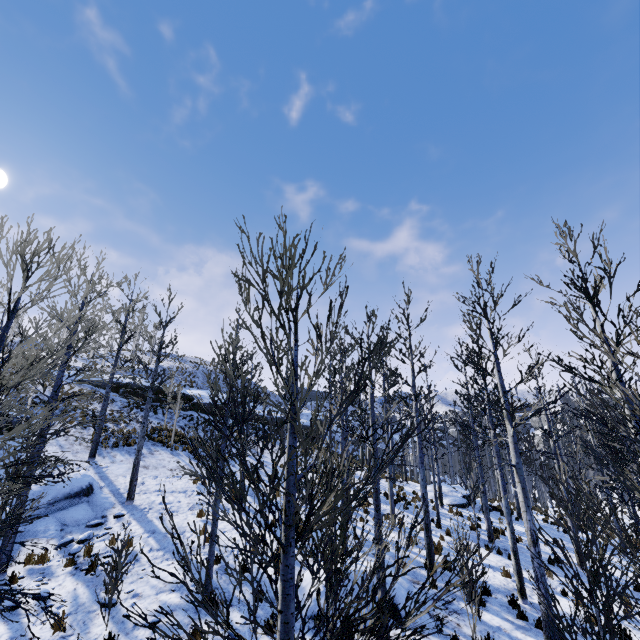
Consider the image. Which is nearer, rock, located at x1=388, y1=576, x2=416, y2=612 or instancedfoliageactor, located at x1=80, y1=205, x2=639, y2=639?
instancedfoliageactor, located at x1=80, y1=205, x2=639, y2=639

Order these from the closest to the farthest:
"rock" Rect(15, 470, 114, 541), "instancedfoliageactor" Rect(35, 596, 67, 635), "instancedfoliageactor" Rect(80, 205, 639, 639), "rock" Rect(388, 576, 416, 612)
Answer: "instancedfoliageactor" Rect(80, 205, 639, 639), "instancedfoliageactor" Rect(35, 596, 67, 635), "rock" Rect(388, 576, 416, 612), "rock" Rect(15, 470, 114, 541)

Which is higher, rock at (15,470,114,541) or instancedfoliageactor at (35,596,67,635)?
instancedfoliageactor at (35,596,67,635)

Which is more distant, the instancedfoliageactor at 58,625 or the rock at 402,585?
the rock at 402,585

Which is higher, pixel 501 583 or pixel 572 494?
pixel 572 494

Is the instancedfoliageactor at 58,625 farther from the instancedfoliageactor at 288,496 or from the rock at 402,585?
A: the instancedfoliageactor at 288,496

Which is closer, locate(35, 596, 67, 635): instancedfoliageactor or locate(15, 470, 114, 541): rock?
locate(35, 596, 67, 635): instancedfoliageactor

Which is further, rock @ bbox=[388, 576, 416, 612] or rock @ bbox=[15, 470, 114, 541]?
rock @ bbox=[15, 470, 114, 541]
